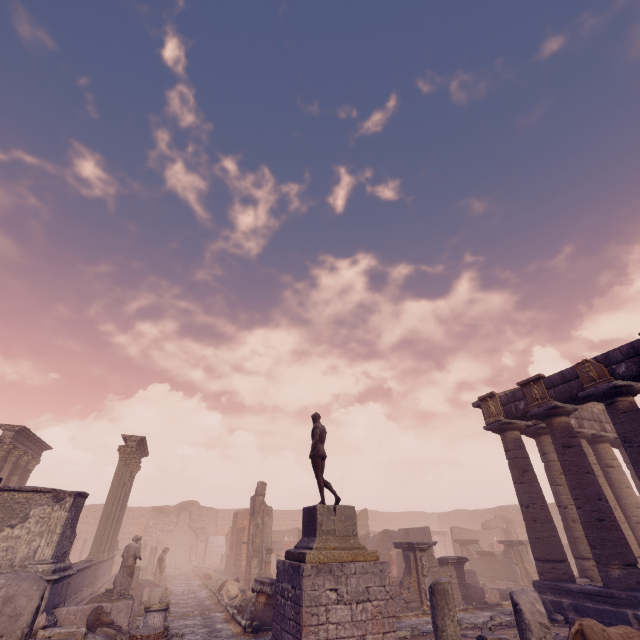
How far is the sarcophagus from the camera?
15.0 meters

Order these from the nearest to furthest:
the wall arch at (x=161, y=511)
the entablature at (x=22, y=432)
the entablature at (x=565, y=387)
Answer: the entablature at (x=565, y=387) → the entablature at (x=22, y=432) → the wall arch at (x=161, y=511)

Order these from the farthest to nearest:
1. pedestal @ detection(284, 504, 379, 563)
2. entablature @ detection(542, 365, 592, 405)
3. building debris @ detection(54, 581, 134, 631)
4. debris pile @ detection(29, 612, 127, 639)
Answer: entablature @ detection(542, 365, 592, 405), building debris @ detection(54, 581, 134, 631), debris pile @ detection(29, 612, 127, 639), pedestal @ detection(284, 504, 379, 563)

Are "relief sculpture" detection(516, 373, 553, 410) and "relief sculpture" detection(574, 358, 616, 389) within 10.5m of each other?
yes

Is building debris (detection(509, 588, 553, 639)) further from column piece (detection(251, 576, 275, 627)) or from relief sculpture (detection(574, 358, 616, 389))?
relief sculpture (detection(574, 358, 616, 389))

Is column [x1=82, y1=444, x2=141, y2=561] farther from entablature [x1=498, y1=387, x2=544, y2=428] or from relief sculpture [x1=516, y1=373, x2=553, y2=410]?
relief sculpture [x1=516, y1=373, x2=553, y2=410]

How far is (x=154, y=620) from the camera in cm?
950

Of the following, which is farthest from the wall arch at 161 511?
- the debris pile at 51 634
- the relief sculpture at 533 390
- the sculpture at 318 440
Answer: the relief sculpture at 533 390
